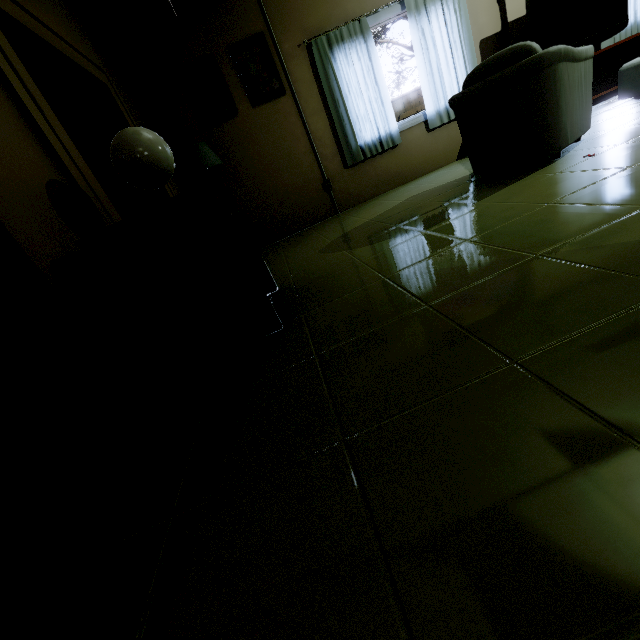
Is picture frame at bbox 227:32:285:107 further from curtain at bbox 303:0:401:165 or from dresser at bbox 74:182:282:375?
dresser at bbox 74:182:282:375

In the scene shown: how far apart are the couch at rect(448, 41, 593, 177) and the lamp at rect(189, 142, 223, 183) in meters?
2.7 m

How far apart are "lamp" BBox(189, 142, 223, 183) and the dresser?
2.19m

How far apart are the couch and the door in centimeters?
301cm

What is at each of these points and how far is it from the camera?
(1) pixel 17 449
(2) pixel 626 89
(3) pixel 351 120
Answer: (1) stairs, 1.1m
(2) table, 3.4m
(3) curtain, 4.5m

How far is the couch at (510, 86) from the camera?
2.27m

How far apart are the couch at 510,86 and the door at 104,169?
A: 3.0m

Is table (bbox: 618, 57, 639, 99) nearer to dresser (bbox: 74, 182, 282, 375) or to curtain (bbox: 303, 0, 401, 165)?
curtain (bbox: 303, 0, 401, 165)
